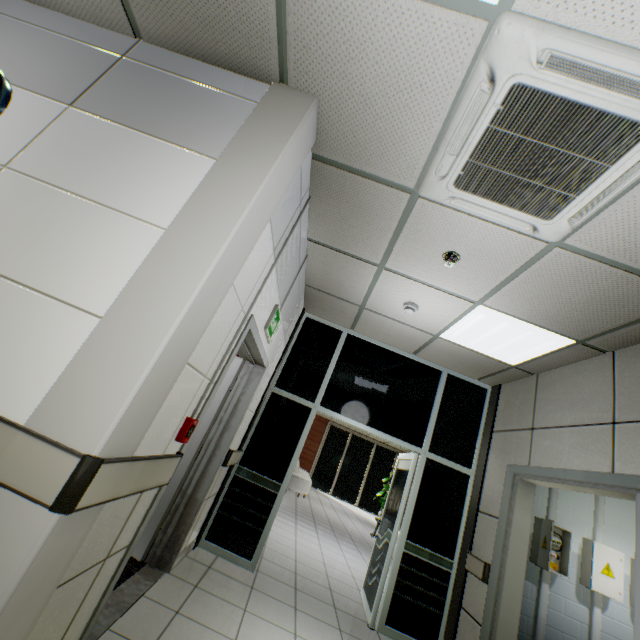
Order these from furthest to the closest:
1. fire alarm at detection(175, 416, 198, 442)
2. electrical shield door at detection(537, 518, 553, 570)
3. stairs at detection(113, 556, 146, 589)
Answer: electrical shield door at detection(537, 518, 553, 570)
stairs at detection(113, 556, 146, 589)
fire alarm at detection(175, 416, 198, 442)

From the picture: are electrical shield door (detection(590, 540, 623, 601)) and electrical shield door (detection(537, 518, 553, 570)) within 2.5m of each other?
yes

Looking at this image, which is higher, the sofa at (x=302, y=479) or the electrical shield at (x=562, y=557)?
the electrical shield at (x=562, y=557)

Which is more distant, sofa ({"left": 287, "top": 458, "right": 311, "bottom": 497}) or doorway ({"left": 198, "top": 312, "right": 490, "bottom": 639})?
sofa ({"left": 287, "top": 458, "right": 311, "bottom": 497})

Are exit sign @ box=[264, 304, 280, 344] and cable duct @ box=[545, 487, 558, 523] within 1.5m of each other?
no

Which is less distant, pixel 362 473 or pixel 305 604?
pixel 305 604

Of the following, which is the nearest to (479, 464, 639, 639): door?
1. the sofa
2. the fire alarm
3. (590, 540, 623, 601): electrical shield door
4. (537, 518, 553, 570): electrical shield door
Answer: (537, 518, 553, 570): electrical shield door

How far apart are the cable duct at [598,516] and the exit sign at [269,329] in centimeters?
465cm
